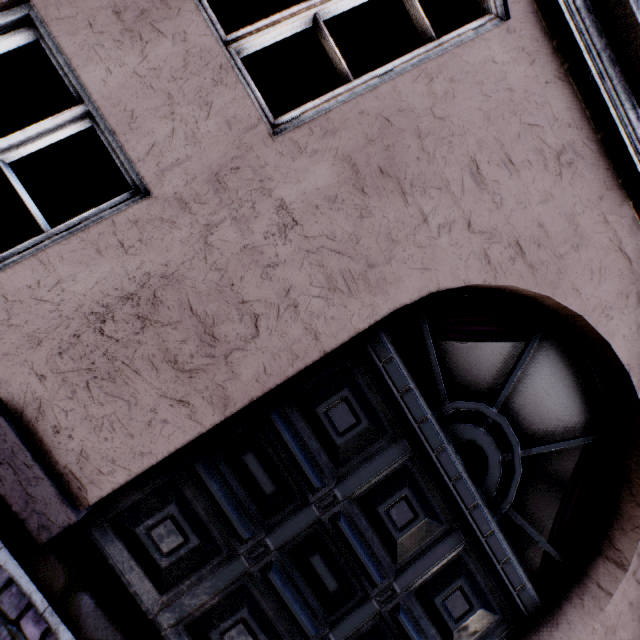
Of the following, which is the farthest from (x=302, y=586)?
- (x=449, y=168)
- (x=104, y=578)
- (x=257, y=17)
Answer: (x=257, y=17)
